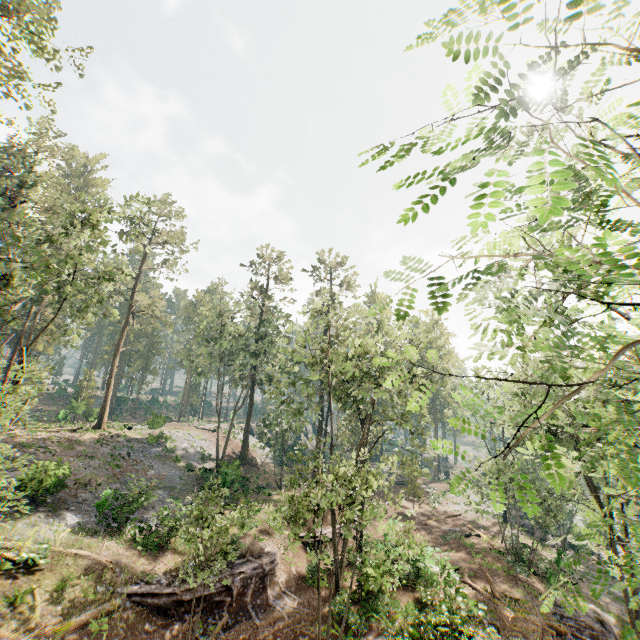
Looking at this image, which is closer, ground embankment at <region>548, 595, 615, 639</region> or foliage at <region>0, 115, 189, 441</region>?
foliage at <region>0, 115, 189, 441</region>

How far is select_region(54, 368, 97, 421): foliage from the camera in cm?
4191

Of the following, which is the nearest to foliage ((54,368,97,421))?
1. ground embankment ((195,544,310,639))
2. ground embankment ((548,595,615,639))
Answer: ground embankment ((548,595,615,639))

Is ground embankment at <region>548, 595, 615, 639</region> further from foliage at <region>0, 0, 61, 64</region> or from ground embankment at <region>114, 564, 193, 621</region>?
ground embankment at <region>114, 564, 193, 621</region>

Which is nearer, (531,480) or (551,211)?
(551,211)

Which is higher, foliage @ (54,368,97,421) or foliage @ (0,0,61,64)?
foliage @ (0,0,61,64)

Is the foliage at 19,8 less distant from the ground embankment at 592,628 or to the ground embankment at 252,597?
the ground embankment at 592,628

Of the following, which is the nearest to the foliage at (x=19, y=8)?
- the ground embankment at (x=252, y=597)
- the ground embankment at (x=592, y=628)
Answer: the ground embankment at (x=592, y=628)
